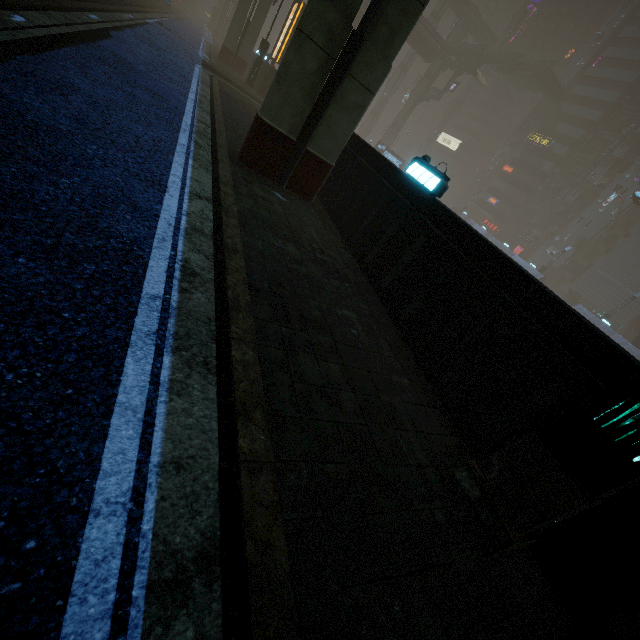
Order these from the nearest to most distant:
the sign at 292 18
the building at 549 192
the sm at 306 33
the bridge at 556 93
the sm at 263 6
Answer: the sm at 306 33, the sign at 292 18, the sm at 263 6, the bridge at 556 93, the building at 549 192

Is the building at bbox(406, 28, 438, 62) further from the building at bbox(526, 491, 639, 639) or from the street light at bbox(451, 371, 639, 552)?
the street light at bbox(451, 371, 639, 552)

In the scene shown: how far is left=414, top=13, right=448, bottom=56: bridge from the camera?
46.2 meters

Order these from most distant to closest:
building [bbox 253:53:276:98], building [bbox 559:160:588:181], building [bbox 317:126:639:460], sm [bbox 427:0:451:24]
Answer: sm [bbox 427:0:451:24] < building [bbox 559:160:588:181] < building [bbox 253:53:276:98] < building [bbox 317:126:639:460]

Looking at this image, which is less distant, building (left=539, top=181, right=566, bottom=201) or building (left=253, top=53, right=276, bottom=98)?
building (left=253, top=53, right=276, bottom=98)

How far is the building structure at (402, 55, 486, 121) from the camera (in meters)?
50.88

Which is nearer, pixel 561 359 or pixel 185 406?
pixel 185 406

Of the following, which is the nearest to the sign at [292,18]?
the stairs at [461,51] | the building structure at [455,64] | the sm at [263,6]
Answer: the sm at [263,6]
